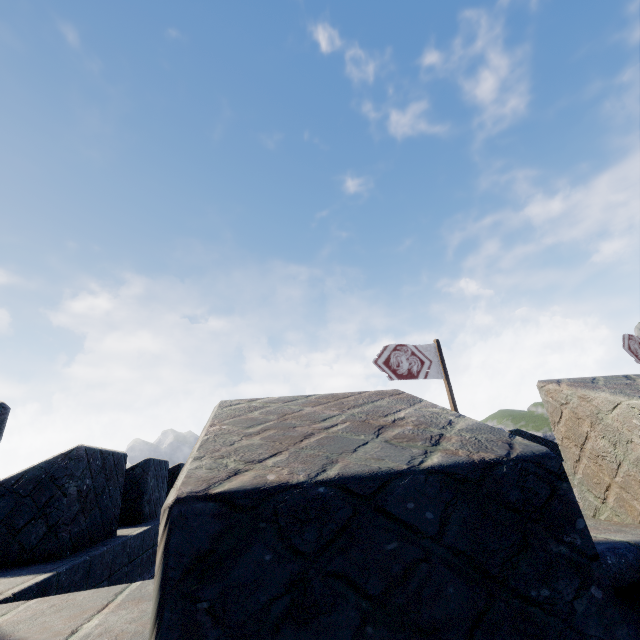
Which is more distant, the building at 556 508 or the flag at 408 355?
the flag at 408 355

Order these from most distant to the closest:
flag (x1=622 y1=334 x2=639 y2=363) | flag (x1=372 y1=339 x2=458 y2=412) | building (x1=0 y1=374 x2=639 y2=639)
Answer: flag (x1=622 y1=334 x2=639 y2=363) < flag (x1=372 y1=339 x2=458 y2=412) < building (x1=0 y1=374 x2=639 y2=639)

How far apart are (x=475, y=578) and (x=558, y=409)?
2.1m

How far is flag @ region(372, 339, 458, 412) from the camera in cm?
1198

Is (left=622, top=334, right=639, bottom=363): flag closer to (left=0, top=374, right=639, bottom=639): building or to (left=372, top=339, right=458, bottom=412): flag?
(left=0, top=374, right=639, bottom=639): building

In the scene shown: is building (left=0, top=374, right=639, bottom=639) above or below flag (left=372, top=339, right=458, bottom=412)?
below

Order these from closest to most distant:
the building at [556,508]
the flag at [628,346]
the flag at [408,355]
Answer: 1. the building at [556,508]
2. the flag at [408,355]
3. the flag at [628,346]

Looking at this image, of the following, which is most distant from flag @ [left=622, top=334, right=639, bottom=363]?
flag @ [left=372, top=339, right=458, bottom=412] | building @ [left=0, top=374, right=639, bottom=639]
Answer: flag @ [left=372, top=339, right=458, bottom=412]
